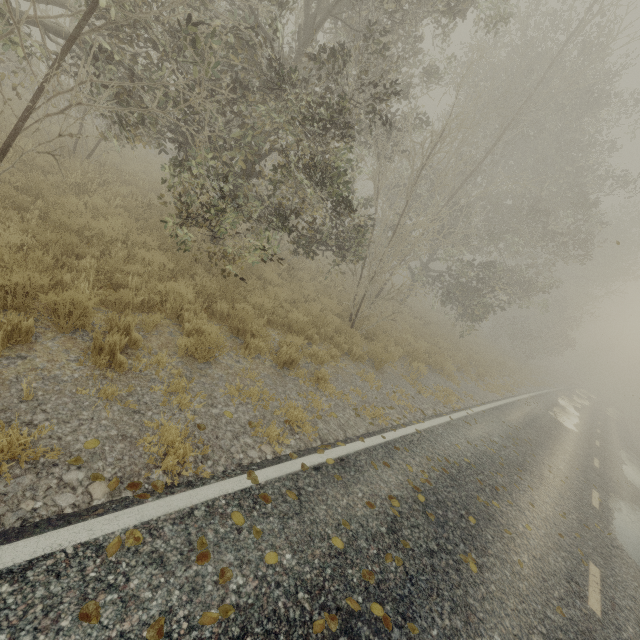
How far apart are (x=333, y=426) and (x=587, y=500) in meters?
8.0 m
